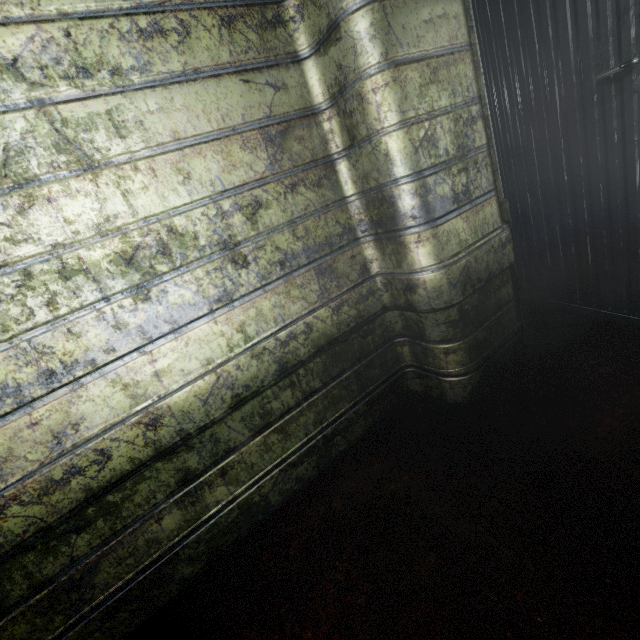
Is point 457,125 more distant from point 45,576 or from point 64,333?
point 45,576
